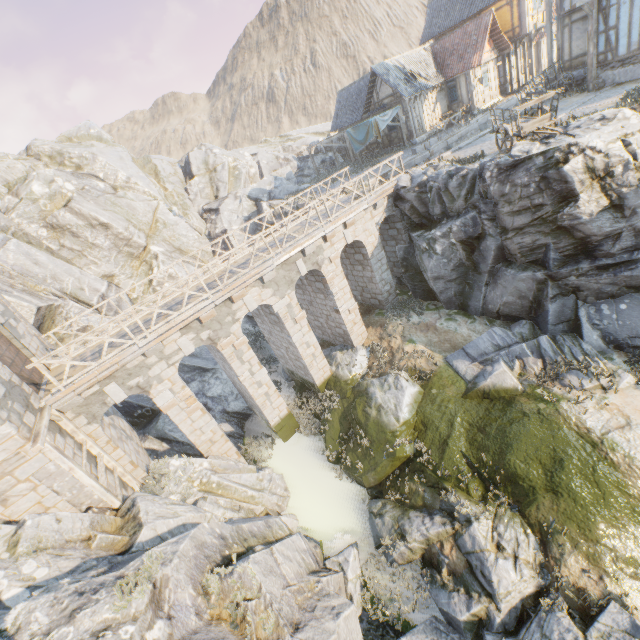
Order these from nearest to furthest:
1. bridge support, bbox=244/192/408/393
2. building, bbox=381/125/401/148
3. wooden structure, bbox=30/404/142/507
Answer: wooden structure, bbox=30/404/142/507 < bridge support, bbox=244/192/408/393 < building, bbox=381/125/401/148

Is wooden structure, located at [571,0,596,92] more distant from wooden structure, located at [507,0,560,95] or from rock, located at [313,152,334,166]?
wooden structure, located at [507,0,560,95]

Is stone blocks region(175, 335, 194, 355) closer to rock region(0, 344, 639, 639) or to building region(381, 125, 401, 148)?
rock region(0, 344, 639, 639)

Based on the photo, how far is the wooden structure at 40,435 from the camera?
8.4m

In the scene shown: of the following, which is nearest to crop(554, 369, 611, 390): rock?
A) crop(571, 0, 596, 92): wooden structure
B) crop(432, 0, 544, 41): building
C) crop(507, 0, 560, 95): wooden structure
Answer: crop(571, 0, 596, 92): wooden structure

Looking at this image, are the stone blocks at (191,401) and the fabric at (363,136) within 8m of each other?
no

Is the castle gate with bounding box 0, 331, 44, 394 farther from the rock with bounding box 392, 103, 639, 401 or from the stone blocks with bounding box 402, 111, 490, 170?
the stone blocks with bounding box 402, 111, 490, 170

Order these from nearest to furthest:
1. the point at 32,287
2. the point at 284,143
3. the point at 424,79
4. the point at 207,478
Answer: the point at 207,478 < the point at 32,287 < the point at 424,79 < the point at 284,143
